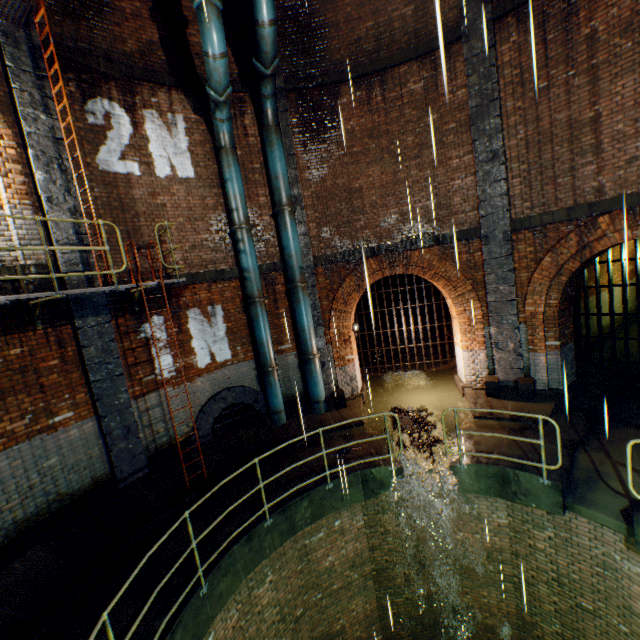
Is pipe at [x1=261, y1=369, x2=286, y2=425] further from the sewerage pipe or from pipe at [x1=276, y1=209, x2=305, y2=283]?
pipe at [x1=276, y1=209, x2=305, y2=283]

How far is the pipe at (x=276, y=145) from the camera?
8.23m

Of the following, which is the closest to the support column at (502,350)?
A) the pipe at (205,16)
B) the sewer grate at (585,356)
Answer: the sewer grate at (585,356)

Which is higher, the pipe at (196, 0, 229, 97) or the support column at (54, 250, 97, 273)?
the pipe at (196, 0, 229, 97)

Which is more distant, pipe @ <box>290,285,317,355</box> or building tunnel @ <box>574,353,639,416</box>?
pipe @ <box>290,285,317,355</box>

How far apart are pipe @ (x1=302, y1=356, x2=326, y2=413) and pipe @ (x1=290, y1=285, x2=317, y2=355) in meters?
0.1 m

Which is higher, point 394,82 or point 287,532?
point 394,82

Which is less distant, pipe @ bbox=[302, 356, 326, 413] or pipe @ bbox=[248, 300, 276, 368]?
pipe @ bbox=[248, 300, 276, 368]
